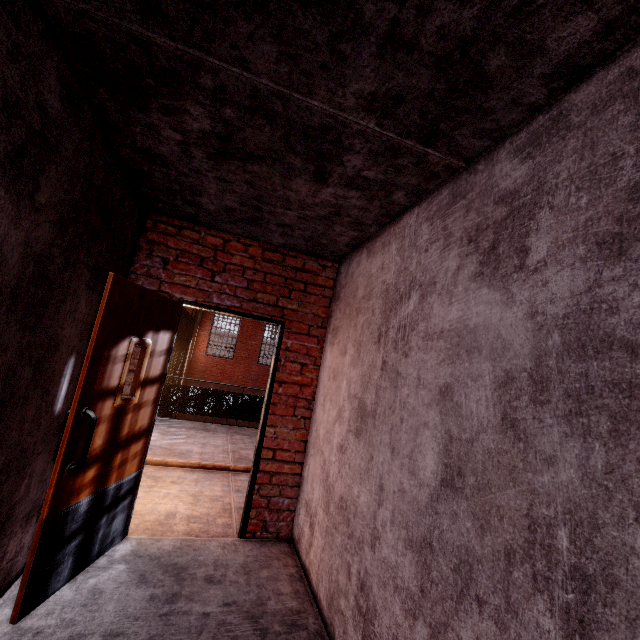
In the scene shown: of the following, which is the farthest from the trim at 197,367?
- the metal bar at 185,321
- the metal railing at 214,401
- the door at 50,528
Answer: the door at 50,528

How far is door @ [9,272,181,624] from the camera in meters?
2.0 m

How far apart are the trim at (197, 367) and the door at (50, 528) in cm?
1609

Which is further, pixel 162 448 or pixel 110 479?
pixel 162 448

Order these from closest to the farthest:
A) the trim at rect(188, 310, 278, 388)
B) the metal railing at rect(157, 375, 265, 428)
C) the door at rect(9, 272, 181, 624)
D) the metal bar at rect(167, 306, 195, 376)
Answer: the door at rect(9, 272, 181, 624) → the metal railing at rect(157, 375, 265, 428) → the metal bar at rect(167, 306, 195, 376) → the trim at rect(188, 310, 278, 388)

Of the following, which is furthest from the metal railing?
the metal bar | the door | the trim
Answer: the trim

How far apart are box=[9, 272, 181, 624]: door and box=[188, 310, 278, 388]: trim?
16.09m

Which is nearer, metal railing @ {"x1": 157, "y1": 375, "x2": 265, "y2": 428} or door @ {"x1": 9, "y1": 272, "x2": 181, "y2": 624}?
door @ {"x1": 9, "y1": 272, "x2": 181, "y2": 624}
